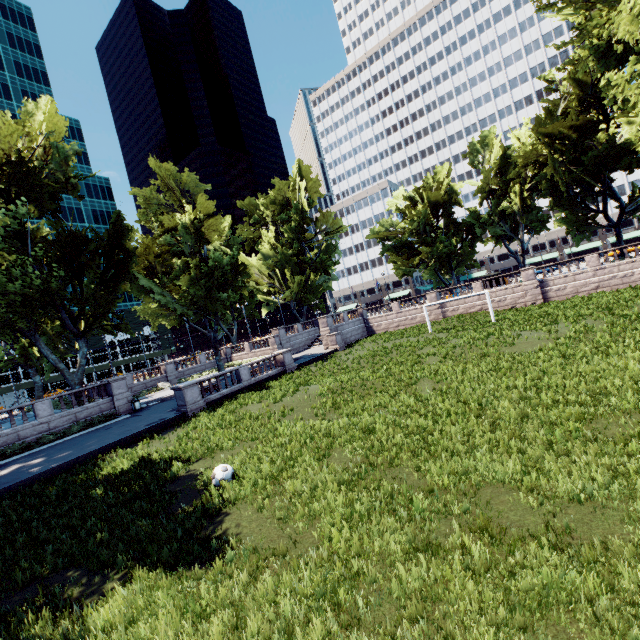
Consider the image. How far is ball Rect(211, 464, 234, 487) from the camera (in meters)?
9.69

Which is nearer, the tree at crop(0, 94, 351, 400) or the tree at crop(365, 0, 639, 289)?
the tree at crop(365, 0, 639, 289)

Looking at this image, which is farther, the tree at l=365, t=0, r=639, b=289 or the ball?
the tree at l=365, t=0, r=639, b=289

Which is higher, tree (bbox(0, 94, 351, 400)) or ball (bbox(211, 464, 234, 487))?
tree (bbox(0, 94, 351, 400))

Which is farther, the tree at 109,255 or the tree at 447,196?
the tree at 109,255

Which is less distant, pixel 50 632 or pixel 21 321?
pixel 50 632

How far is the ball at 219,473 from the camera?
9.7m
